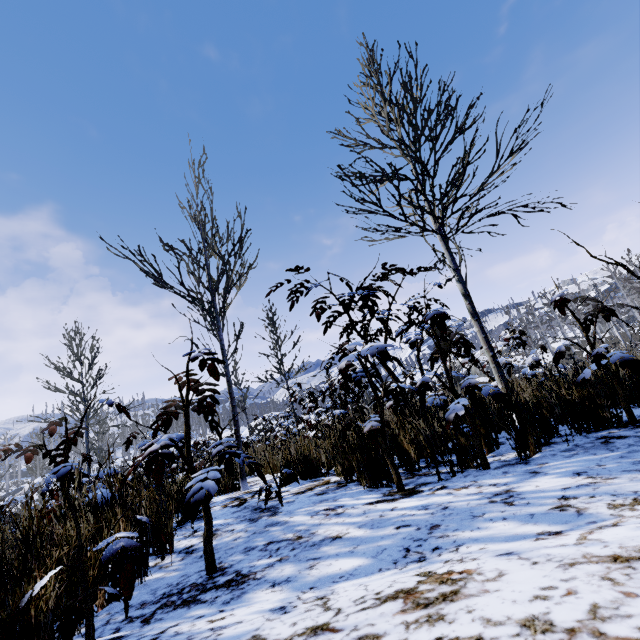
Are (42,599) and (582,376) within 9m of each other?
yes
